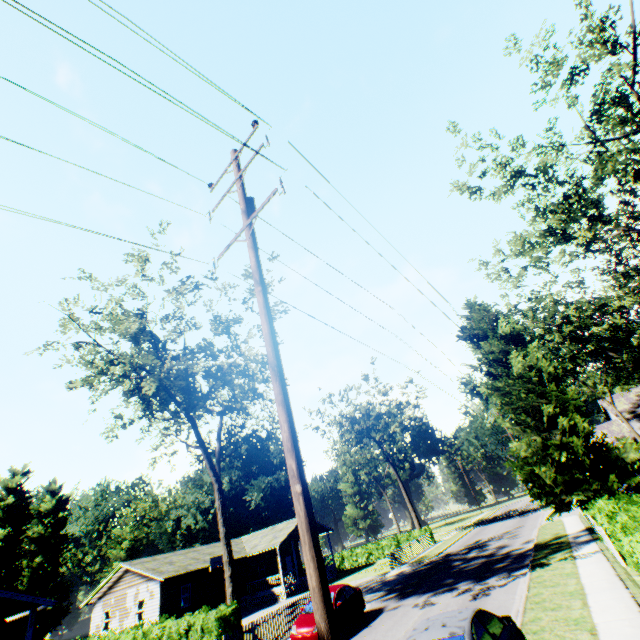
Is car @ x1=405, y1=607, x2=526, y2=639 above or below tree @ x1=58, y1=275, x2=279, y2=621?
below

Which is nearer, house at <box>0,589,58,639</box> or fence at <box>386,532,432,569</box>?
house at <box>0,589,58,639</box>

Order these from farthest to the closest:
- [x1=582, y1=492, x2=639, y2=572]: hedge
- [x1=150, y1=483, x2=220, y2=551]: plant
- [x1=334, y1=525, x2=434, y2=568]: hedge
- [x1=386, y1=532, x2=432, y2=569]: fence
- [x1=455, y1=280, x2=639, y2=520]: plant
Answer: [x1=150, y1=483, x2=220, y2=551]: plant, [x1=334, y1=525, x2=434, y2=568]: hedge, [x1=386, y1=532, x2=432, y2=569]: fence, [x1=455, y1=280, x2=639, y2=520]: plant, [x1=582, y1=492, x2=639, y2=572]: hedge

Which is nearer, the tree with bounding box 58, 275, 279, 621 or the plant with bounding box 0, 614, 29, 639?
the tree with bounding box 58, 275, 279, 621

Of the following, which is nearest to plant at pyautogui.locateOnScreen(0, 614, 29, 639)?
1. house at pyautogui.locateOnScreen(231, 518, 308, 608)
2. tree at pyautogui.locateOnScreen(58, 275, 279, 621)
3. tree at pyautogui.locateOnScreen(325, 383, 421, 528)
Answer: tree at pyautogui.locateOnScreen(58, 275, 279, 621)

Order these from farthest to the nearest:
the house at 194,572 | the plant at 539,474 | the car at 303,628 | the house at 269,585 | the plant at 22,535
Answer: the plant at 22,535
the house at 269,585
the house at 194,572
the plant at 539,474
the car at 303,628

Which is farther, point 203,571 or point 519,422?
point 203,571

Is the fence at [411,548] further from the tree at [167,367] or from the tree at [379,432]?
the tree at [167,367]
